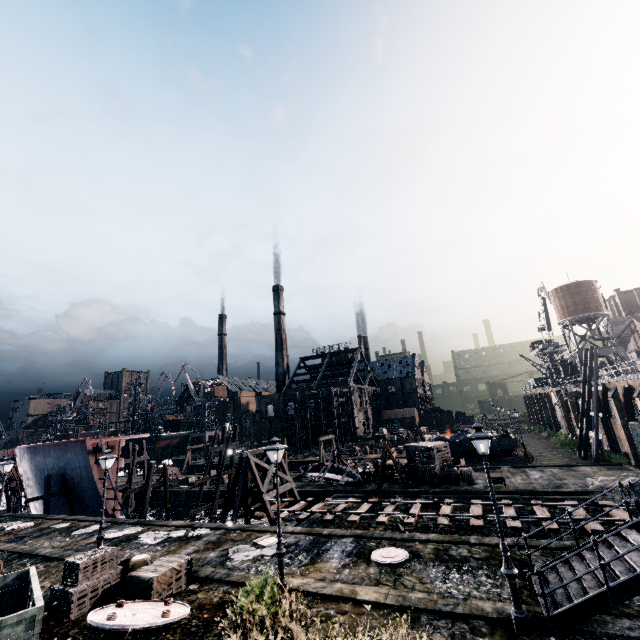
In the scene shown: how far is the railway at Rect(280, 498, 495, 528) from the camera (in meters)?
20.41

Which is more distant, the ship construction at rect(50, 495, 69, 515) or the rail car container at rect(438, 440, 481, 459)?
the rail car container at rect(438, 440, 481, 459)

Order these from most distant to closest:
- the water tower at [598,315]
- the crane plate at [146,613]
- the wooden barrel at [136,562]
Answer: the water tower at [598,315]
the wooden barrel at [136,562]
the crane plate at [146,613]

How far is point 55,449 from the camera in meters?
33.8

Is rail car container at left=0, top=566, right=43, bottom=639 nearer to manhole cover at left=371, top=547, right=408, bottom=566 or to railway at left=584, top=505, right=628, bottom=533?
manhole cover at left=371, top=547, right=408, bottom=566

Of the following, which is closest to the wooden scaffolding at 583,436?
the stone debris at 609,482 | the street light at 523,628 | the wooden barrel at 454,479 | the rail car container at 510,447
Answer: the stone debris at 609,482

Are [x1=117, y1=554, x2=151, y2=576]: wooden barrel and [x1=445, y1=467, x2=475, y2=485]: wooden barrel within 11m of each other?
no

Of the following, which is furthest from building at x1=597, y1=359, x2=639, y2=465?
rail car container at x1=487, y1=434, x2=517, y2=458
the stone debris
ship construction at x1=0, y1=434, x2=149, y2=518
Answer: ship construction at x1=0, y1=434, x2=149, y2=518
